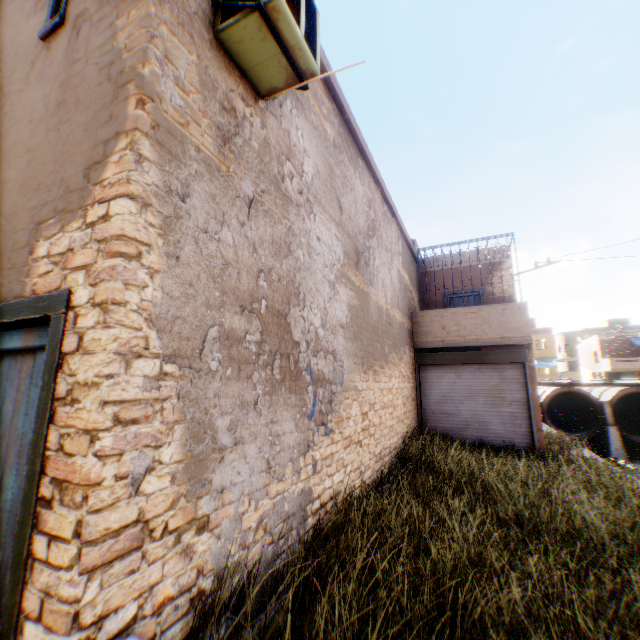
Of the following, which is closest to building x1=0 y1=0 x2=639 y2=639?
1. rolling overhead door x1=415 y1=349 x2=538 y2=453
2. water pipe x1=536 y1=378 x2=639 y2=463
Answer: rolling overhead door x1=415 y1=349 x2=538 y2=453

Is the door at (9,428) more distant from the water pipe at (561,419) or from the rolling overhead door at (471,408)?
the water pipe at (561,419)

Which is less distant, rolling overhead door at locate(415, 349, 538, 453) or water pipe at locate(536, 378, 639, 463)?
rolling overhead door at locate(415, 349, 538, 453)

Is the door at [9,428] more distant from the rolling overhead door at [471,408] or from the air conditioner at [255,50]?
the air conditioner at [255,50]

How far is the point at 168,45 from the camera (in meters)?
2.49

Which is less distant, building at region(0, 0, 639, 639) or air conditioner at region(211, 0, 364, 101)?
building at region(0, 0, 639, 639)

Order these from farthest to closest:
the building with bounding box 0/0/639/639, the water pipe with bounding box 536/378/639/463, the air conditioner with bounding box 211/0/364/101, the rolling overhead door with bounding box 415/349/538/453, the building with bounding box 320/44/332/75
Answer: the water pipe with bounding box 536/378/639/463 → the rolling overhead door with bounding box 415/349/538/453 → the building with bounding box 320/44/332/75 → the air conditioner with bounding box 211/0/364/101 → the building with bounding box 0/0/639/639
